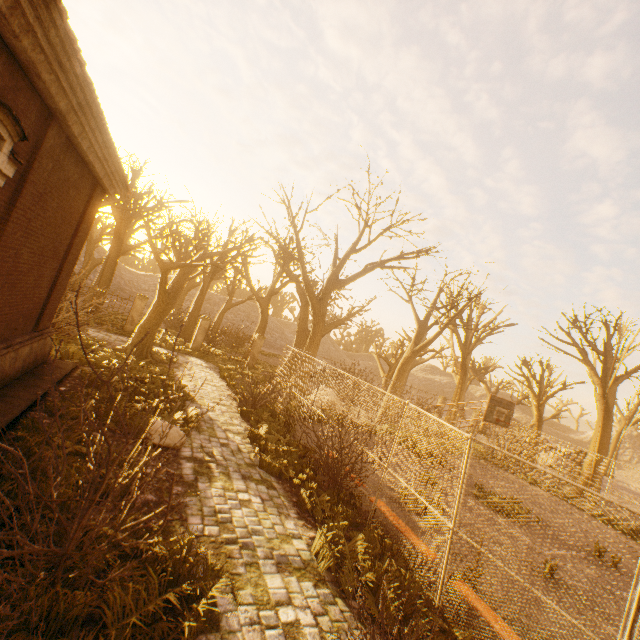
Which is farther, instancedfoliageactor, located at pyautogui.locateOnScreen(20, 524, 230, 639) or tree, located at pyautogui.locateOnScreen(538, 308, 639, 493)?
tree, located at pyautogui.locateOnScreen(538, 308, 639, 493)

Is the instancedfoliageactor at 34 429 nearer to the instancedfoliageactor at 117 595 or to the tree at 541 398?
the instancedfoliageactor at 117 595

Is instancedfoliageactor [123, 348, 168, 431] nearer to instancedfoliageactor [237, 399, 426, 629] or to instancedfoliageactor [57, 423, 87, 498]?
instancedfoliageactor [57, 423, 87, 498]

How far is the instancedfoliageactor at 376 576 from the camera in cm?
511

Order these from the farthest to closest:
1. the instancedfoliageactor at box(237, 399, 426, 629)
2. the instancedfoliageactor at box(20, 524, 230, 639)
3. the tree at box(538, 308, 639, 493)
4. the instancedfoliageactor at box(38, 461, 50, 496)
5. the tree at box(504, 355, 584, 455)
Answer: the tree at box(504, 355, 584, 455) → the tree at box(538, 308, 639, 493) → the instancedfoliageactor at box(237, 399, 426, 629) → the instancedfoliageactor at box(38, 461, 50, 496) → the instancedfoliageactor at box(20, 524, 230, 639)

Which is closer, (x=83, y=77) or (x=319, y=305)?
(x=83, y=77)

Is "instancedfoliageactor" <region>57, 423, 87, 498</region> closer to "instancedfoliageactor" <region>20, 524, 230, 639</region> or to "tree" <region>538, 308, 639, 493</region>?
"instancedfoliageactor" <region>20, 524, 230, 639</region>

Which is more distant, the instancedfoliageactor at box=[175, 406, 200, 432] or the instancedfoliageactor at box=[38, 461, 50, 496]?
the instancedfoliageactor at box=[175, 406, 200, 432]
